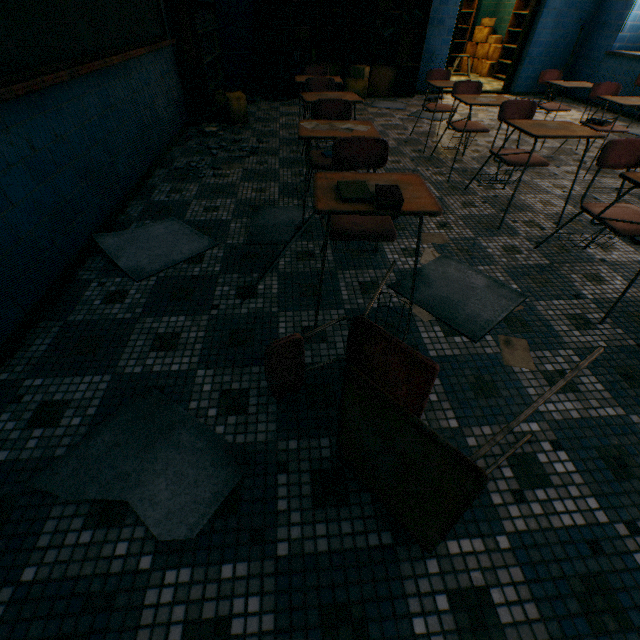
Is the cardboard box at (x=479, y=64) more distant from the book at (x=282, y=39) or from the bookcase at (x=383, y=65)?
the book at (x=282, y=39)

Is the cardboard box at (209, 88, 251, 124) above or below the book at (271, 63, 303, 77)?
below

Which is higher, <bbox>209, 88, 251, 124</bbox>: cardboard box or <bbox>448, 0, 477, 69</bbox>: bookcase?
<bbox>448, 0, 477, 69</bbox>: bookcase

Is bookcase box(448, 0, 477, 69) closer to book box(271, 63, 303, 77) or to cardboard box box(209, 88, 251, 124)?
book box(271, 63, 303, 77)

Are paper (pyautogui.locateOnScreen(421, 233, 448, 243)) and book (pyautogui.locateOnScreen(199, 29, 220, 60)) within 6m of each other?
yes

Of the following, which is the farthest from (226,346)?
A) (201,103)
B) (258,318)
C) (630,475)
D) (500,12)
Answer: (500,12)

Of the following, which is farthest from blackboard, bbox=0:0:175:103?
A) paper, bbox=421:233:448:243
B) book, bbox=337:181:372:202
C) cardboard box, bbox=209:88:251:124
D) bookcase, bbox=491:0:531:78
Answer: bookcase, bbox=491:0:531:78

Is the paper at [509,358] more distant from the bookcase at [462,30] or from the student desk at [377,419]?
the bookcase at [462,30]
